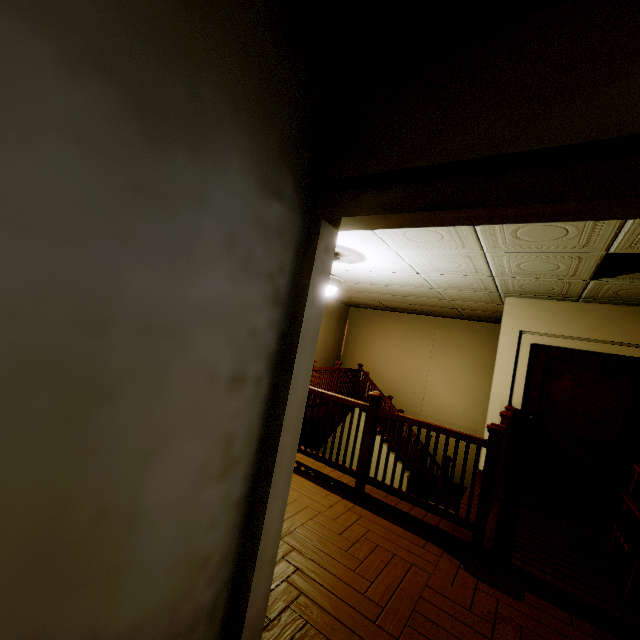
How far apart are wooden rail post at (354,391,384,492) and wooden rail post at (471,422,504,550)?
1.1m

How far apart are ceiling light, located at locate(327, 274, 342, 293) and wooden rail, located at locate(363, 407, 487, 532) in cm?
176

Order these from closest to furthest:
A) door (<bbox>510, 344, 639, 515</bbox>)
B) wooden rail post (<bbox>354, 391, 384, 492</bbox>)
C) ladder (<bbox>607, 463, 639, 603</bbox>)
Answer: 1. ladder (<bbox>607, 463, 639, 603</bbox>)
2. wooden rail post (<bbox>354, 391, 384, 492</bbox>)
3. door (<bbox>510, 344, 639, 515</bbox>)

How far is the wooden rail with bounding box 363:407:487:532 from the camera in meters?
3.0 m

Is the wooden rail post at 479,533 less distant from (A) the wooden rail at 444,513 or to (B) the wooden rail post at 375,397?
(A) the wooden rail at 444,513

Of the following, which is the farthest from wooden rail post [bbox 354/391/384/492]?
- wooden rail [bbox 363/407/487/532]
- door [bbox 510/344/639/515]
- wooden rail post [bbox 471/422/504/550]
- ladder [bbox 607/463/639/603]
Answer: door [bbox 510/344/639/515]

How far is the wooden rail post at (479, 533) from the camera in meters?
2.8 m

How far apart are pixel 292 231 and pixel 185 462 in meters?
1.0 m
